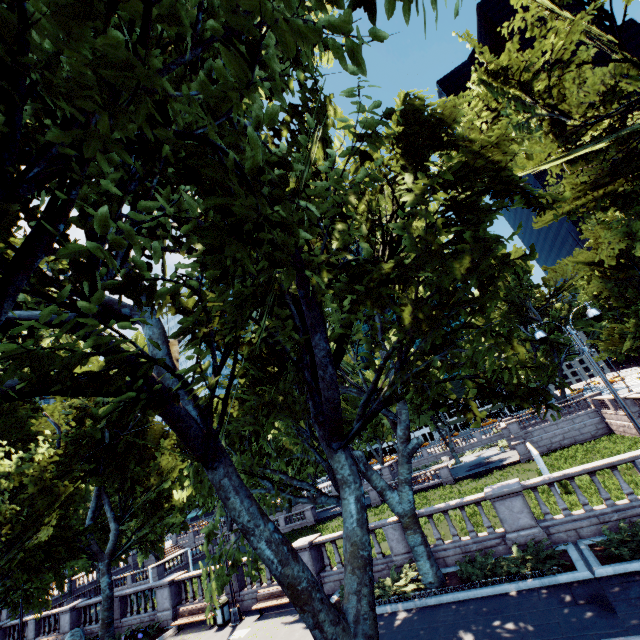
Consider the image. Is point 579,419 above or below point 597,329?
below

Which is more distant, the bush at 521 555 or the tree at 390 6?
the bush at 521 555

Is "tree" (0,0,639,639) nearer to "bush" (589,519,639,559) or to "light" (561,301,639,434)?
"light" (561,301,639,434)

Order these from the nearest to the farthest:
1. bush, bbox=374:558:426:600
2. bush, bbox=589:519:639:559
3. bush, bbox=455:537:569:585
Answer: bush, bbox=589:519:639:559 < bush, bbox=455:537:569:585 < bush, bbox=374:558:426:600

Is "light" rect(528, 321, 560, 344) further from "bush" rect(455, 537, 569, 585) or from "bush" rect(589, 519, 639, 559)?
"bush" rect(455, 537, 569, 585)

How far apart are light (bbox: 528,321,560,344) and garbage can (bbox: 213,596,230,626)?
18.97m

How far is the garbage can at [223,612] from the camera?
15.6m

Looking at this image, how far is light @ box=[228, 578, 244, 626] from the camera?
15.3 meters
